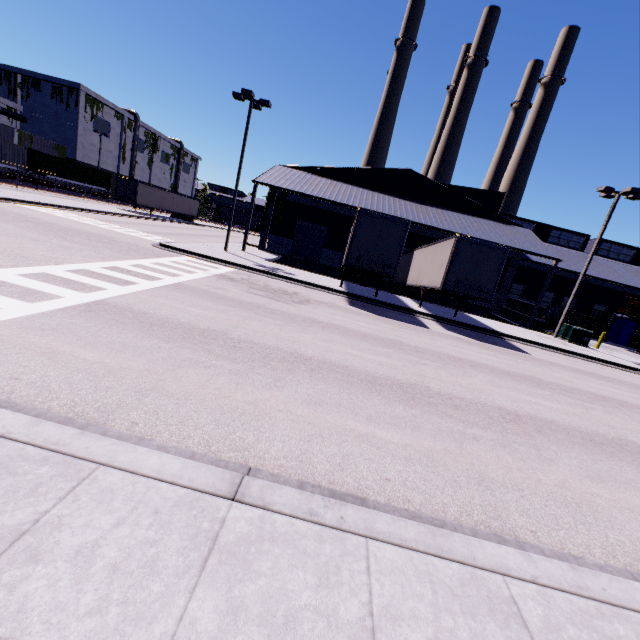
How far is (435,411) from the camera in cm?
645

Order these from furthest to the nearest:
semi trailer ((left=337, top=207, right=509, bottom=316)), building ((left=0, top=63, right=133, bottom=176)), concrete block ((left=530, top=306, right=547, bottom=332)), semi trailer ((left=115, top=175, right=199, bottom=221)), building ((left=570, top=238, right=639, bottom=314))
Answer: building ((left=0, top=63, right=133, bottom=176))
semi trailer ((left=115, top=175, right=199, bottom=221))
building ((left=570, top=238, right=639, bottom=314))
concrete block ((left=530, top=306, right=547, bottom=332))
semi trailer ((left=337, top=207, right=509, bottom=316))

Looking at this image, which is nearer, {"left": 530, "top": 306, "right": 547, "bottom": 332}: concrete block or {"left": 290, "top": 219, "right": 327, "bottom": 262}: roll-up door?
{"left": 530, "top": 306, "right": 547, "bottom": 332}: concrete block

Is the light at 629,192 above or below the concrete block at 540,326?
above

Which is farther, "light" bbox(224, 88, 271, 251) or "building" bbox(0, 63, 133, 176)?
"building" bbox(0, 63, 133, 176)

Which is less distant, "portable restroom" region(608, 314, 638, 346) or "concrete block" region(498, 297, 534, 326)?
"concrete block" region(498, 297, 534, 326)

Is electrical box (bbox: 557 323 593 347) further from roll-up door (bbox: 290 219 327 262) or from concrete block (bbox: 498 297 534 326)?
roll-up door (bbox: 290 219 327 262)

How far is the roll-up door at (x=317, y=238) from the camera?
31.06m
